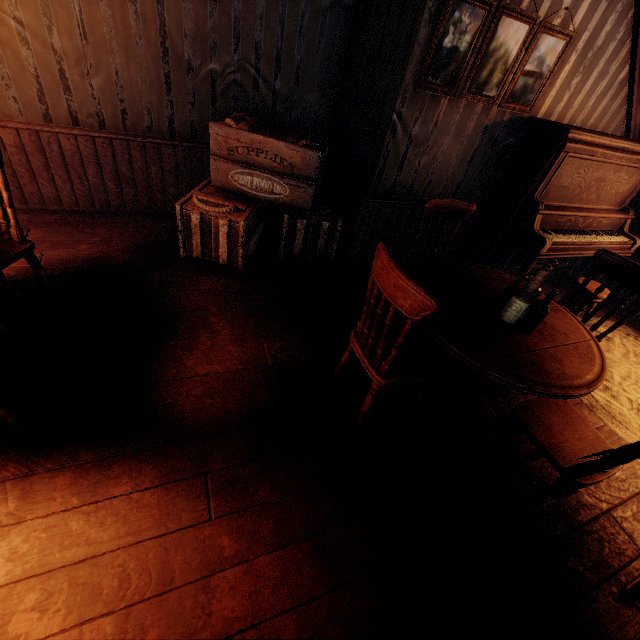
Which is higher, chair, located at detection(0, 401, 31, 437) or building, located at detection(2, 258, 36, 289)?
chair, located at detection(0, 401, 31, 437)

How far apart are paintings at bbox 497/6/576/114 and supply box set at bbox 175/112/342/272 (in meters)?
0.93

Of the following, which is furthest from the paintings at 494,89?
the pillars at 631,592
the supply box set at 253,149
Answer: the pillars at 631,592

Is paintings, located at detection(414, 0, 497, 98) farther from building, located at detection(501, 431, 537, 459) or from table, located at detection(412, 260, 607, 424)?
table, located at detection(412, 260, 607, 424)

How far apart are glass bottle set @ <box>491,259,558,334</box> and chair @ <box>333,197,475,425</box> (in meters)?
0.55

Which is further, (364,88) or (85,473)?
(364,88)

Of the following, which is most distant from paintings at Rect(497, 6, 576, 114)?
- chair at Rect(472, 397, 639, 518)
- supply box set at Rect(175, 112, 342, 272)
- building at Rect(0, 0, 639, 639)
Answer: chair at Rect(472, 397, 639, 518)

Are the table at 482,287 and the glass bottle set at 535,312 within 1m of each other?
yes
